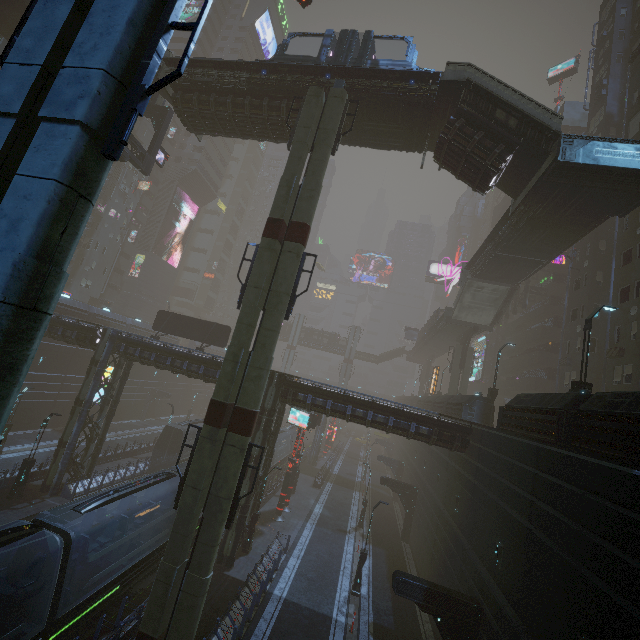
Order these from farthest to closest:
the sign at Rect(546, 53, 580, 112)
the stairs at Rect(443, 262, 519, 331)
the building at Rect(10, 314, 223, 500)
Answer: the sign at Rect(546, 53, 580, 112) < the stairs at Rect(443, 262, 519, 331) < the building at Rect(10, 314, 223, 500)

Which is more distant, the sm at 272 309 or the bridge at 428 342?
the bridge at 428 342

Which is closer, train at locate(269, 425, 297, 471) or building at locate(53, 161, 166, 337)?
train at locate(269, 425, 297, 471)

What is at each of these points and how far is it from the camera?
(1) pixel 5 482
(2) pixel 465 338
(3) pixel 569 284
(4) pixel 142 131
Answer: (1) building, 21.6m
(2) building structure, 40.1m
(3) building, 38.7m
(4) building, 53.3m

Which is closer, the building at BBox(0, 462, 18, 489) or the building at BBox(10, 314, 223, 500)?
the building at BBox(0, 462, 18, 489)

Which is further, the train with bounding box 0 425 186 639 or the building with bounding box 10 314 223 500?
the building with bounding box 10 314 223 500

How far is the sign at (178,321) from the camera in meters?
28.9 m

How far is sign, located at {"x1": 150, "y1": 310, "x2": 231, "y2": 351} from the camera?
28.9 meters
